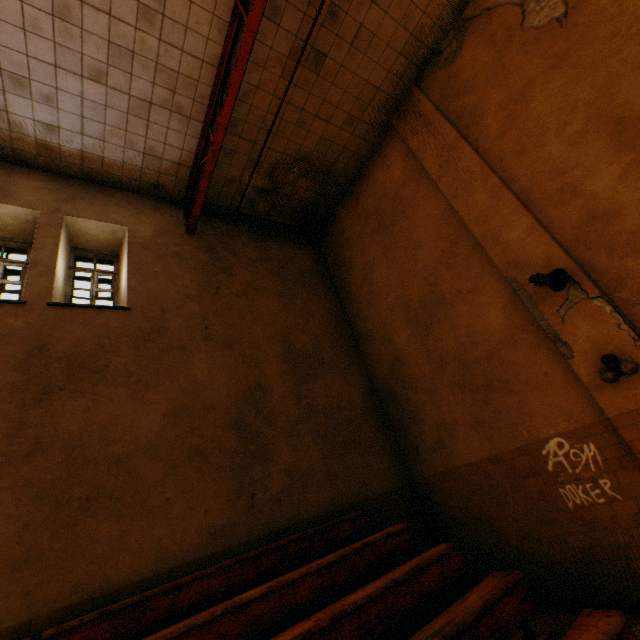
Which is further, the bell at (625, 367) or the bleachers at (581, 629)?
the bell at (625, 367)

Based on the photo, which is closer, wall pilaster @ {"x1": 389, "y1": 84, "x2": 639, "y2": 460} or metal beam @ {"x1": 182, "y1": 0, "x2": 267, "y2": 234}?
wall pilaster @ {"x1": 389, "y1": 84, "x2": 639, "y2": 460}

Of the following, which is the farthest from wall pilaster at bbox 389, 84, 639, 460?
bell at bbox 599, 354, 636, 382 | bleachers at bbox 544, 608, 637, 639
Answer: bleachers at bbox 544, 608, 637, 639

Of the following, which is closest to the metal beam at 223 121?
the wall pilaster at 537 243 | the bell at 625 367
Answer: the wall pilaster at 537 243

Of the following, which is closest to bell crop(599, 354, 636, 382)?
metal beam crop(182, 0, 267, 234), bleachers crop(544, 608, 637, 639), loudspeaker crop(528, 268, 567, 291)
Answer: loudspeaker crop(528, 268, 567, 291)

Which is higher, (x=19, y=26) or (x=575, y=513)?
(x=19, y=26)

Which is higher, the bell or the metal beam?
the metal beam

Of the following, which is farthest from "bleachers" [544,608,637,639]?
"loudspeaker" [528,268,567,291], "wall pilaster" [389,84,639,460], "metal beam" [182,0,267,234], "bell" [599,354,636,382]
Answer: "metal beam" [182,0,267,234]
